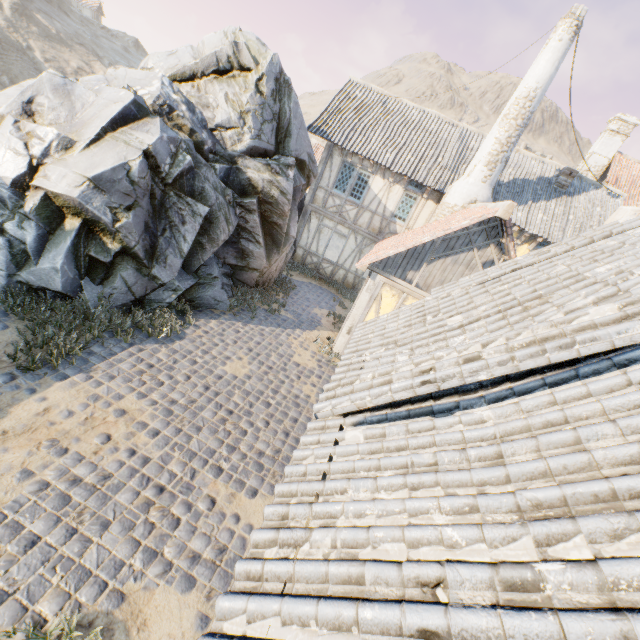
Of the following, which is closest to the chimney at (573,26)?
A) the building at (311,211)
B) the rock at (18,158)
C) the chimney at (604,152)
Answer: the building at (311,211)

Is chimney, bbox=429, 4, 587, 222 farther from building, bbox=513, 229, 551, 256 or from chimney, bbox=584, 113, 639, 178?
chimney, bbox=584, 113, 639, 178

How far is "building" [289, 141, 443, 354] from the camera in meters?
9.4

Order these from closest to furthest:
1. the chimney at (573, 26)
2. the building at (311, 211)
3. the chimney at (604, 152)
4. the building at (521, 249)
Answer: the building at (311, 211) → the chimney at (573, 26) → the building at (521, 249) → the chimney at (604, 152)

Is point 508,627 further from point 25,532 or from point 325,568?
point 25,532

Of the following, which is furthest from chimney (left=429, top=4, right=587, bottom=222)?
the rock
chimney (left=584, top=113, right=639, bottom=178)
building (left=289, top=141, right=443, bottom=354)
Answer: chimney (left=584, top=113, right=639, bottom=178)

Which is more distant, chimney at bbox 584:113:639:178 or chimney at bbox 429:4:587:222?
chimney at bbox 584:113:639:178
